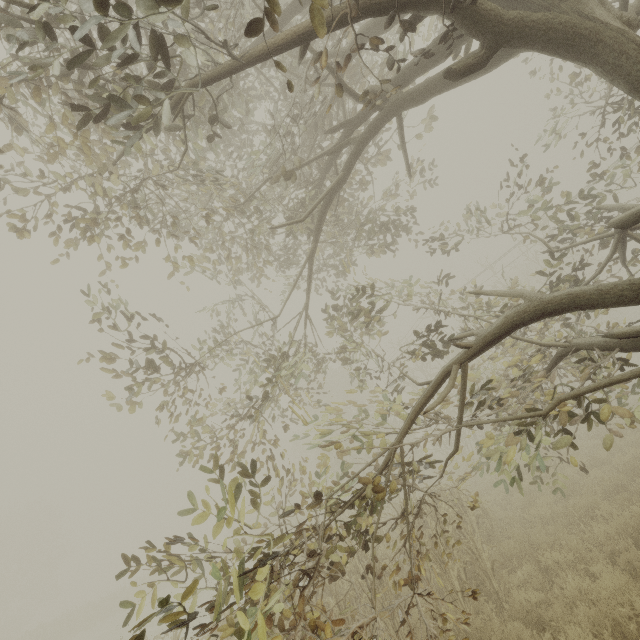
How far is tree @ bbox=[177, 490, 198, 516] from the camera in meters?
3.1 m

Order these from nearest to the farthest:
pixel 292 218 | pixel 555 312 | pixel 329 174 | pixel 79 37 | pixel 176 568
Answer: pixel 79 37, pixel 555 312, pixel 329 174, pixel 292 218, pixel 176 568

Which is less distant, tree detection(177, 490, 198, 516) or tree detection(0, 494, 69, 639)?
tree detection(177, 490, 198, 516)

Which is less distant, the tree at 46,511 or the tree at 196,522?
the tree at 196,522

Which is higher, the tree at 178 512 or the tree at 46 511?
the tree at 46 511

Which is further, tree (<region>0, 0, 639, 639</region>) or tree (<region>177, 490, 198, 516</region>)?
tree (<region>177, 490, 198, 516</region>)
